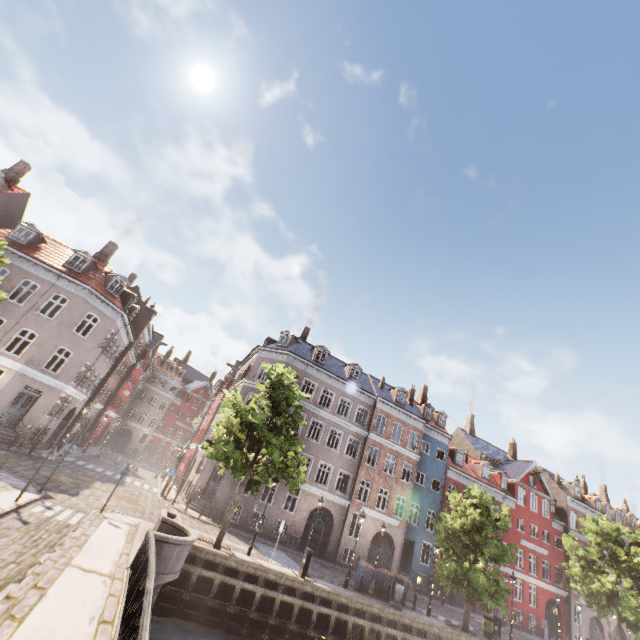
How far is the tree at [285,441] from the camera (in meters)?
15.66

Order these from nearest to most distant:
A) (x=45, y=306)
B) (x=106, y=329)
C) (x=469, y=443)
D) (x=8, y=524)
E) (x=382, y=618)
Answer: (x=8, y=524), (x=382, y=618), (x=106, y=329), (x=45, y=306), (x=469, y=443)

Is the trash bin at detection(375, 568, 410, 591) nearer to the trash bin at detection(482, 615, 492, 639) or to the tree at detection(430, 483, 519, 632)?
the tree at detection(430, 483, 519, 632)

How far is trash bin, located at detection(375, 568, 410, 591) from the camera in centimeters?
1948cm

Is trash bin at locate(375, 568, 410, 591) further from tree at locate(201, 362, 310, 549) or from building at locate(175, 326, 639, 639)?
building at locate(175, 326, 639, 639)

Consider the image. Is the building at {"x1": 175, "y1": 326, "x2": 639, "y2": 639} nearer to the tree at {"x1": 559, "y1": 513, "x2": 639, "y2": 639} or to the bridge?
the tree at {"x1": 559, "y1": 513, "x2": 639, "y2": 639}

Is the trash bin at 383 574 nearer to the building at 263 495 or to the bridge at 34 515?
the building at 263 495
